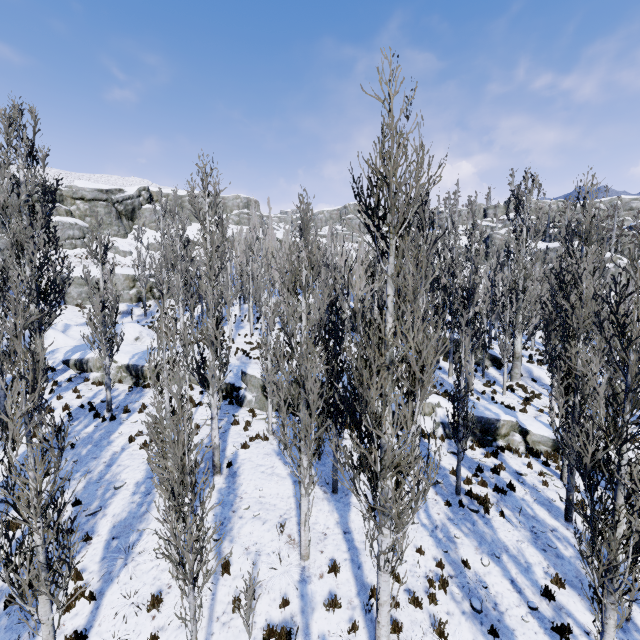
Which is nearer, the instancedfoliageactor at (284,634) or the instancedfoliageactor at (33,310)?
the instancedfoliageactor at (33,310)

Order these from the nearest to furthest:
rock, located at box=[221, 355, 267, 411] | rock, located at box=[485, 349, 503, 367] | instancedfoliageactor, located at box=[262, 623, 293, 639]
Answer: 1. instancedfoliageactor, located at box=[262, 623, 293, 639]
2. rock, located at box=[221, 355, 267, 411]
3. rock, located at box=[485, 349, 503, 367]

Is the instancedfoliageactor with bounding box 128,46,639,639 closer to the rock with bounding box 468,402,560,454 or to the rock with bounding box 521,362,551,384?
the rock with bounding box 468,402,560,454

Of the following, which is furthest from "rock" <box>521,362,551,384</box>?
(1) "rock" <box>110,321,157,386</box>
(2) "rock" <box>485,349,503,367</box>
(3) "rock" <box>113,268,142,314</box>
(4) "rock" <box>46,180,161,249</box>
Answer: (4) "rock" <box>46,180,161,249</box>

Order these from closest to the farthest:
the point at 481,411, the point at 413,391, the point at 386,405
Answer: the point at 386,405, the point at 413,391, the point at 481,411

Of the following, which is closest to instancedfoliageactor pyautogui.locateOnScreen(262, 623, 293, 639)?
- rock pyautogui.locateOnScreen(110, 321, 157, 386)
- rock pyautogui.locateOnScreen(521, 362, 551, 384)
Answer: rock pyautogui.locateOnScreen(110, 321, 157, 386)

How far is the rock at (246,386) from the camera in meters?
16.9
